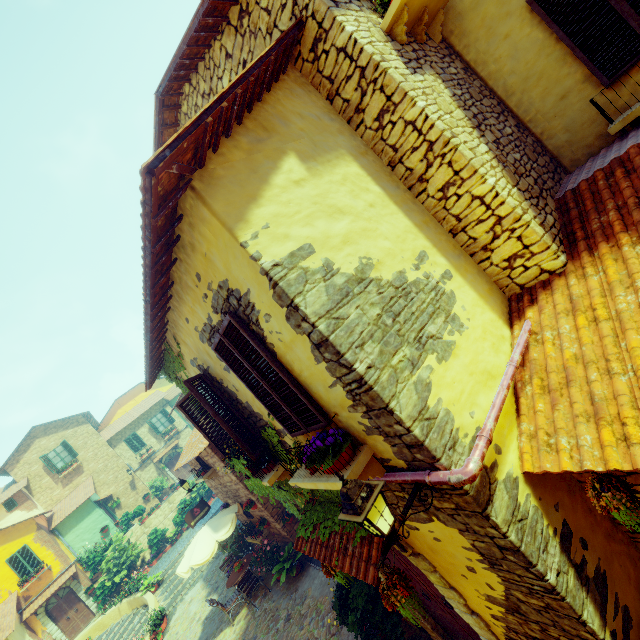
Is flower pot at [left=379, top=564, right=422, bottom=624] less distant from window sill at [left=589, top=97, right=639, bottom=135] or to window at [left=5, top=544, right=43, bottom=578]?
window sill at [left=589, top=97, right=639, bottom=135]

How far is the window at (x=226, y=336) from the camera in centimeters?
354cm

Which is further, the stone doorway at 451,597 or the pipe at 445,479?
the stone doorway at 451,597

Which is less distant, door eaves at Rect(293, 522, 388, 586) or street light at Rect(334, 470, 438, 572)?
street light at Rect(334, 470, 438, 572)

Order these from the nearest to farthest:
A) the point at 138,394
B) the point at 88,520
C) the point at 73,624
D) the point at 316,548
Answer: the point at 316,548, the point at 73,624, the point at 88,520, the point at 138,394

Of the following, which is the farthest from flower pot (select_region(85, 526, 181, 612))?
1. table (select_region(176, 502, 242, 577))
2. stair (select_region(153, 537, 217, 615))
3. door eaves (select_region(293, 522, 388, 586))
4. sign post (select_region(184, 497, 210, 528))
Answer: door eaves (select_region(293, 522, 388, 586))

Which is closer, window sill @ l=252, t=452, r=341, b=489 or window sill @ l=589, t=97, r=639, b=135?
window sill @ l=252, t=452, r=341, b=489

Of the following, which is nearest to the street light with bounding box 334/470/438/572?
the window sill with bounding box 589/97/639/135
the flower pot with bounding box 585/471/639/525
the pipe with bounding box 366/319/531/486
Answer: the pipe with bounding box 366/319/531/486
